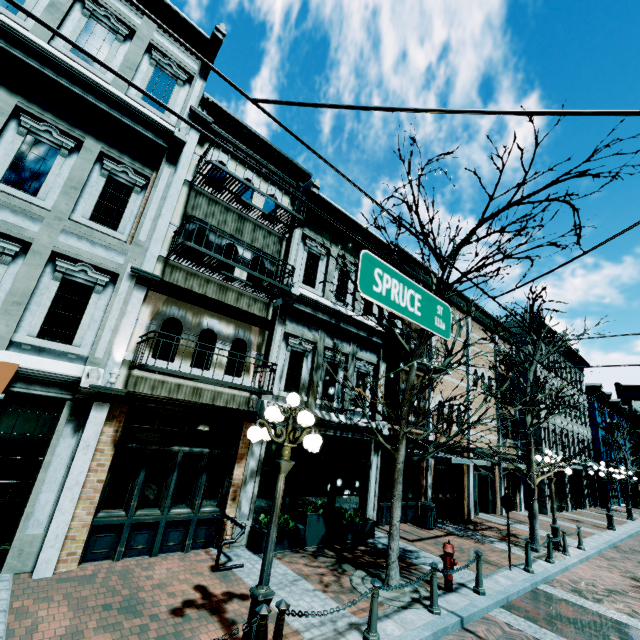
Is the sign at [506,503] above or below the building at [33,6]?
below

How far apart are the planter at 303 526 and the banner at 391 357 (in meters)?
3.65

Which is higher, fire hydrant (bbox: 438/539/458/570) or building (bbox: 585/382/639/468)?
building (bbox: 585/382/639/468)

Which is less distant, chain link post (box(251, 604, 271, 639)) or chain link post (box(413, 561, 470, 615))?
chain link post (box(251, 604, 271, 639))

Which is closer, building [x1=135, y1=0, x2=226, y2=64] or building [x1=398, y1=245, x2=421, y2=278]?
building [x1=135, y1=0, x2=226, y2=64]

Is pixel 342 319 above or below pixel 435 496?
above

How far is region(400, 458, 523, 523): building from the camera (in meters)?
13.84

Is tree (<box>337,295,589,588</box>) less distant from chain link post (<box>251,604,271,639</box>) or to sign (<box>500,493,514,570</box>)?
sign (<box>500,493,514,570</box>)
